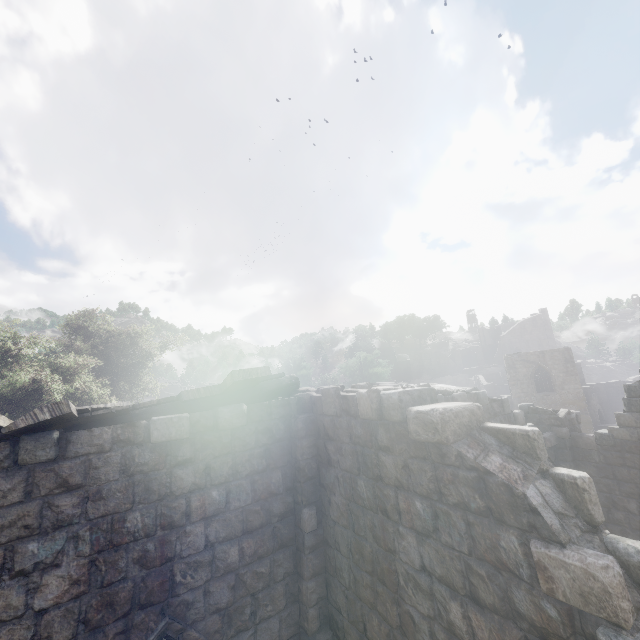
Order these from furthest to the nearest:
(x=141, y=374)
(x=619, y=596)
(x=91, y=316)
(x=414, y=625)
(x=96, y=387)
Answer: (x=141, y=374), (x=91, y=316), (x=96, y=387), (x=414, y=625), (x=619, y=596)

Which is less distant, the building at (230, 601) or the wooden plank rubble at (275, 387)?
the building at (230, 601)

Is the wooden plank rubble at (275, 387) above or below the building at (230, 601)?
above

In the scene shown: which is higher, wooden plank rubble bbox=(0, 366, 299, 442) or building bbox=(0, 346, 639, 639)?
wooden plank rubble bbox=(0, 366, 299, 442)

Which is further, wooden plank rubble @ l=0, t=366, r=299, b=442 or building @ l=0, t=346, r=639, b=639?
wooden plank rubble @ l=0, t=366, r=299, b=442
